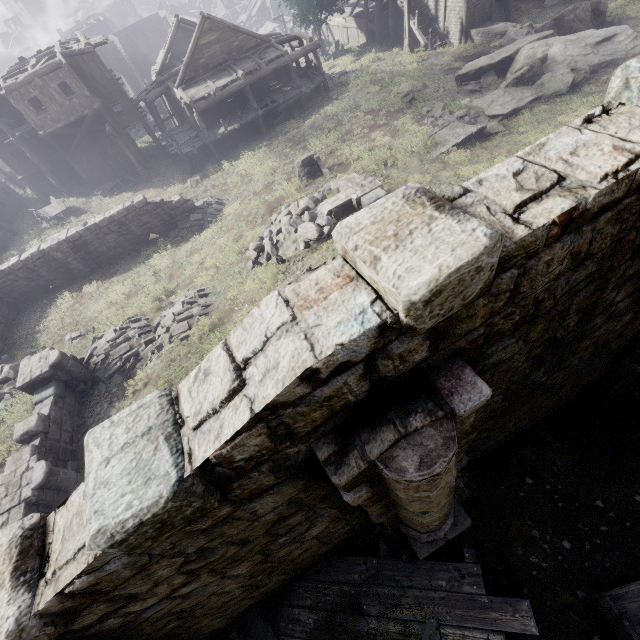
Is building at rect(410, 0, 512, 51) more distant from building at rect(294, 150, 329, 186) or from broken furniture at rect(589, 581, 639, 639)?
broken furniture at rect(589, 581, 639, 639)

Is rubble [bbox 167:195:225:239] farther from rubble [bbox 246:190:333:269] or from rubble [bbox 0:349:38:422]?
rubble [bbox 0:349:38:422]

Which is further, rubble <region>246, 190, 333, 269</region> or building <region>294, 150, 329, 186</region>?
building <region>294, 150, 329, 186</region>

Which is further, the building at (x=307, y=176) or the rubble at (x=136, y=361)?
the building at (x=307, y=176)

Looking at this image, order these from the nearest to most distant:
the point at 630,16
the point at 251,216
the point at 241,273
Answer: the point at 241,273, the point at 251,216, the point at 630,16

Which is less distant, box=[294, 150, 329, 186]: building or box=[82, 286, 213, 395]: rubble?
box=[82, 286, 213, 395]: rubble

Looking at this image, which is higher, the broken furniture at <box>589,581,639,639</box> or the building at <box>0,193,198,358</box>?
the broken furniture at <box>589,581,639,639</box>

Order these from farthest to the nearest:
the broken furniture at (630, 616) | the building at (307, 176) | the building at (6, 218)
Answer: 1. the building at (6, 218)
2. the building at (307, 176)
3. the broken furniture at (630, 616)
